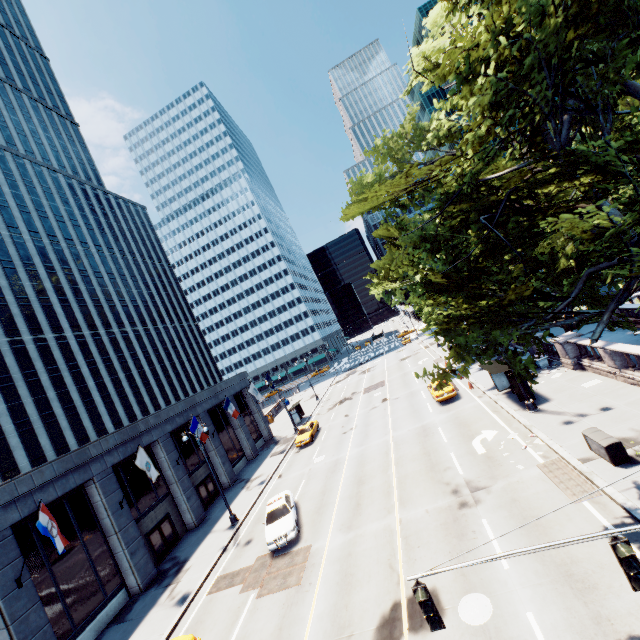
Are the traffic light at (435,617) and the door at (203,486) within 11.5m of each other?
no

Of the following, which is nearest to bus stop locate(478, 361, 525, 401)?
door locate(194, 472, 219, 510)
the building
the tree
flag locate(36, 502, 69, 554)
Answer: the tree

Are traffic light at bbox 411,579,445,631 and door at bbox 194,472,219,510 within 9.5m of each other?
no

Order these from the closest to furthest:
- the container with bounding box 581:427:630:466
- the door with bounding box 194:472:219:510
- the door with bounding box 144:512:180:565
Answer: the container with bounding box 581:427:630:466 < the door with bounding box 144:512:180:565 < the door with bounding box 194:472:219:510

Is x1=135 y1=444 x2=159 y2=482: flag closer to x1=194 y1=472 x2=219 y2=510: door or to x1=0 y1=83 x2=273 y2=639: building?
x1=0 y1=83 x2=273 y2=639: building

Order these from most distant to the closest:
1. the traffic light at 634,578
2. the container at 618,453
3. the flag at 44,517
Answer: the flag at 44,517
the container at 618,453
the traffic light at 634,578

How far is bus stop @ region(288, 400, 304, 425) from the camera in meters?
43.9 m

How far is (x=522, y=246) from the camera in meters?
13.6 m
